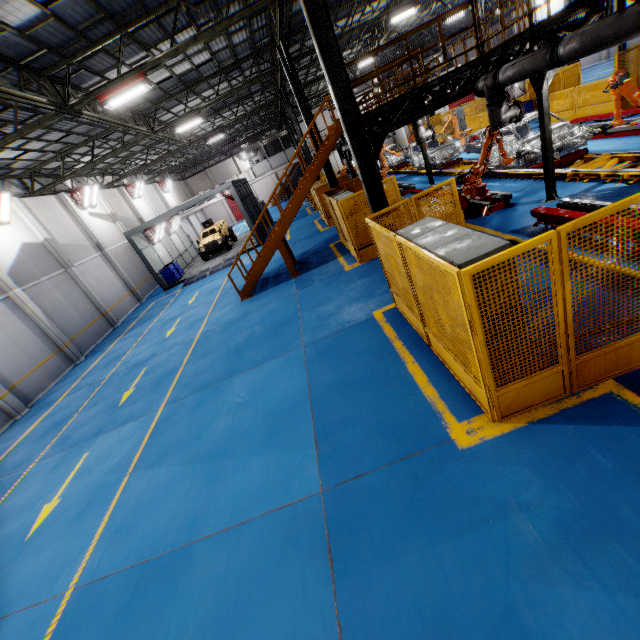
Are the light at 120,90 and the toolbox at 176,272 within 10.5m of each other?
no

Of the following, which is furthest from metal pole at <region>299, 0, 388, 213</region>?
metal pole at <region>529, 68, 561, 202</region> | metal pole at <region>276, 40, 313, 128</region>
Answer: metal pole at <region>276, 40, 313, 128</region>

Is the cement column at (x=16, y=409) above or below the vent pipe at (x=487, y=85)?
below

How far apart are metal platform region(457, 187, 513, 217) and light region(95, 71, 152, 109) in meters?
10.5 m

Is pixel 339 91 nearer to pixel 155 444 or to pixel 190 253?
pixel 155 444

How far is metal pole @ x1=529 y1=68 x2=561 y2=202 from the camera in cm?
793

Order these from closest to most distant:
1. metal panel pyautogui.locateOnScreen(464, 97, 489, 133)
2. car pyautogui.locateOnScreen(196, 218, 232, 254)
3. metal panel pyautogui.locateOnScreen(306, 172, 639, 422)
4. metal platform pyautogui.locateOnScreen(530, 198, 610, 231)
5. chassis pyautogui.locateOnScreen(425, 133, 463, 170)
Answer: metal panel pyautogui.locateOnScreen(306, 172, 639, 422)
metal platform pyautogui.locateOnScreen(530, 198, 610, 231)
chassis pyautogui.locateOnScreen(425, 133, 463, 170)
metal panel pyautogui.locateOnScreen(464, 97, 489, 133)
car pyautogui.locateOnScreen(196, 218, 232, 254)

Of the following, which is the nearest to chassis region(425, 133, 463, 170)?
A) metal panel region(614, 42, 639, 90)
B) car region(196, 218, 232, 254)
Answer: metal panel region(614, 42, 639, 90)
